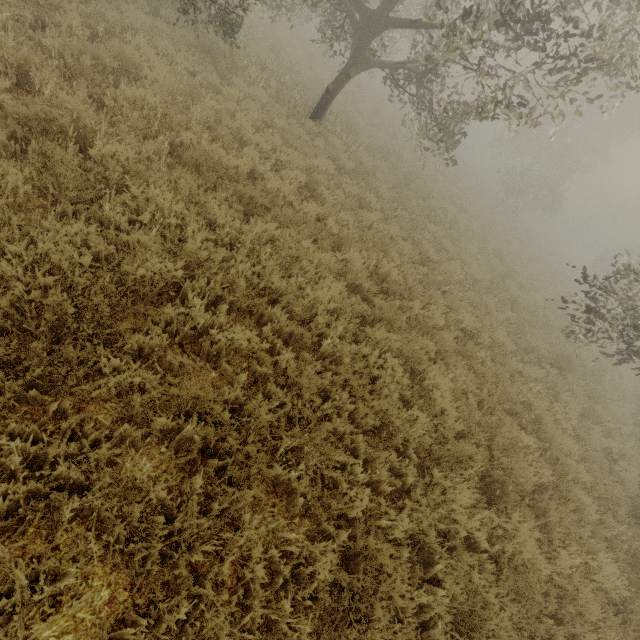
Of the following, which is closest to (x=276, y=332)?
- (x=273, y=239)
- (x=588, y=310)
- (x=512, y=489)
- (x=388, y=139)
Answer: (x=273, y=239)

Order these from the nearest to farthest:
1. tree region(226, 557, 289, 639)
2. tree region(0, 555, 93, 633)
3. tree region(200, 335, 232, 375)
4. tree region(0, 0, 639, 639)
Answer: tree region(0, 555, 93, 633) → tree region(226, 557, 289, 639) → tree region(0, 0, 639, 639) → tree region(200, 335, 232, 375)

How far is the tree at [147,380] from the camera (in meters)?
2.80

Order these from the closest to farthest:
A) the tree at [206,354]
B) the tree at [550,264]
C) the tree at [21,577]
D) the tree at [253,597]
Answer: the tree at [21,577] → the tree at [253,597] → the tree at [550,264] → the tree at [206,354]

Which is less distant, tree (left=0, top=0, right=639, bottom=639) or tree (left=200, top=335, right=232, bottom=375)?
tree (left=0, top=0, right=639, bottom=639)

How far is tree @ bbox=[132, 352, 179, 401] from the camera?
2.8m
